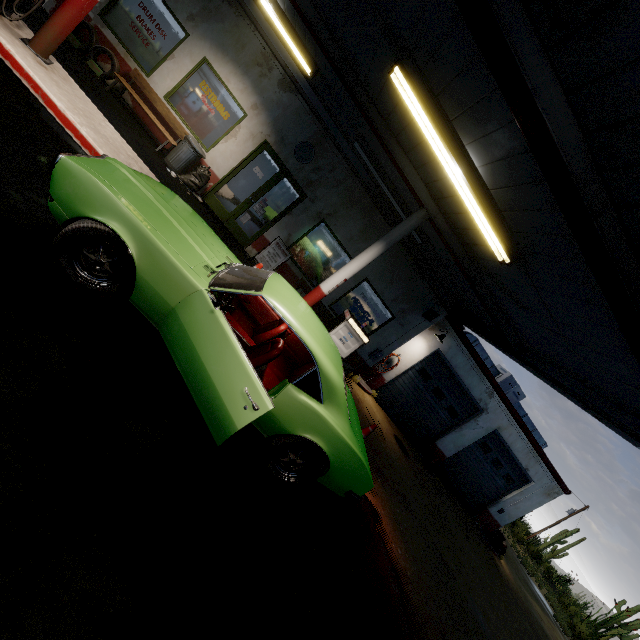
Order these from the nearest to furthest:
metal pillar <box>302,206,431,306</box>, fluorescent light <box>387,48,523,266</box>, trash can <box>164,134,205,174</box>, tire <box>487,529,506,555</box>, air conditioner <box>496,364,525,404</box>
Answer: fluorescent light <box>387,48,523,266</box> → metal pillar <box>302,206,431,306</box> → trash can <box>164,134,205,174</box> → air conditioner <box>496,364,525,404</box> → tire <box>487,529,506,555</box>

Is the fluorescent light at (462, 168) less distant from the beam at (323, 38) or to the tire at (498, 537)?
the beam at (323, 38)

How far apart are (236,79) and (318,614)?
11.2 meters

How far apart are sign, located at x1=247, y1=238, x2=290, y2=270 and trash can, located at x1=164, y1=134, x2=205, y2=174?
2.85m

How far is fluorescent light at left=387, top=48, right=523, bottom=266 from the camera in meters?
3.8 m

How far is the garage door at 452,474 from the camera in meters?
13.8

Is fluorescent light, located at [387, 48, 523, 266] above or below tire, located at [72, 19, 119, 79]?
above

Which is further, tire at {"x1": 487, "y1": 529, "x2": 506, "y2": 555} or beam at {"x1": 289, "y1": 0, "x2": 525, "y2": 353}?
tire at {"x1": 487, "y1": 529, "x2": 506, "y2": 555}
